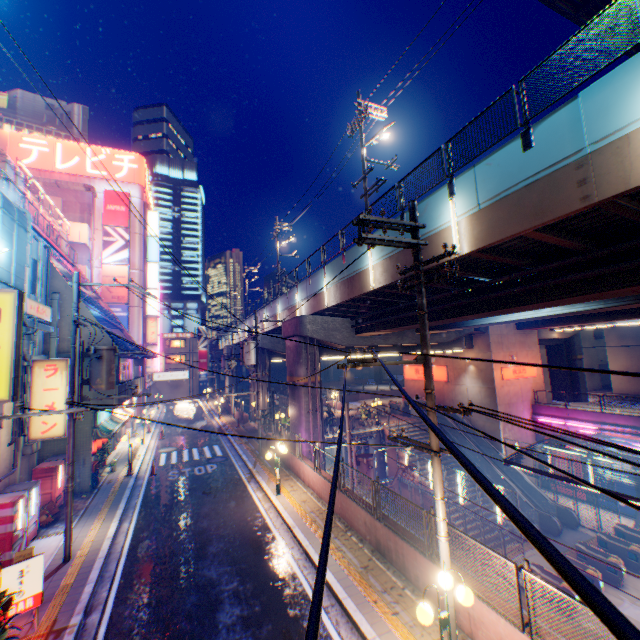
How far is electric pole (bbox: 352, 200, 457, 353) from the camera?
7.0m

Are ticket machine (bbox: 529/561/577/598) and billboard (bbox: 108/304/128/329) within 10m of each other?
no

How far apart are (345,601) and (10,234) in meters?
16.1 m

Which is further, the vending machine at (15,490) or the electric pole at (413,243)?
the vending machine at (15,490)

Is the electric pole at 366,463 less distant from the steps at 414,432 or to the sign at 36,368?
the steps at 414,432

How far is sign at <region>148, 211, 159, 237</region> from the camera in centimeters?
4128cm

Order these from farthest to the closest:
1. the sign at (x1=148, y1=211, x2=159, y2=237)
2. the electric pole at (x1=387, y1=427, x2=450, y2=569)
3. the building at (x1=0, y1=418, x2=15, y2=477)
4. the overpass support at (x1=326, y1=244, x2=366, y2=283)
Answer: the sign at (x1=148, y1=211, x2=159, y2=237), the overpass support at (x1=326, y1=244, x2=366, y2=283), the building at (x1=0, y1=418, x2=15, y2=477), the electric pole at (x1=387, y1=427, x2=450, y2=569)

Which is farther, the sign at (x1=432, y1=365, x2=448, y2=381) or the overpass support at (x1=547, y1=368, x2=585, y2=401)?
the overpass support at (x1=547, y1=368, x2=585, y2=401)
